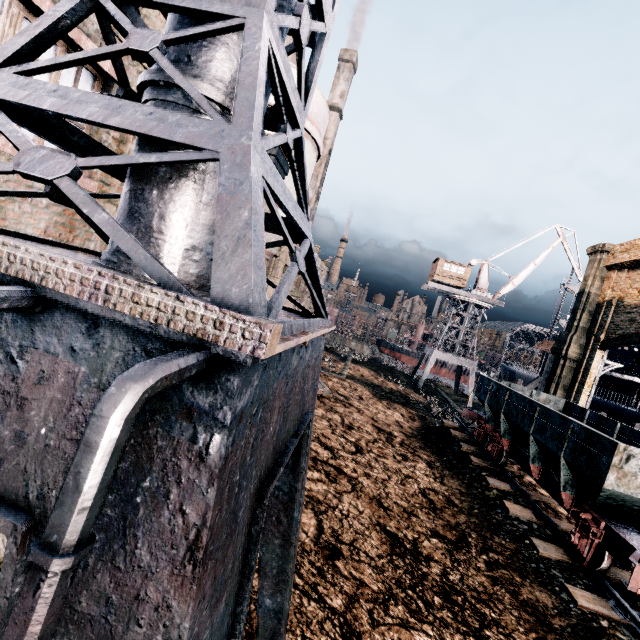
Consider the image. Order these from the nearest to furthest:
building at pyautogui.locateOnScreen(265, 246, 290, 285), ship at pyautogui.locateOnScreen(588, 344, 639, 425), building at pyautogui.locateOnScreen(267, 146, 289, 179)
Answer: building at pyautogui.locateOnScreen(267, 146, 289, 179)
building at pyautogui.locateOnScreen(265, 246, 290, 285)
ship at pyautogui.locateOnScreen(588, 344, 639, 425)

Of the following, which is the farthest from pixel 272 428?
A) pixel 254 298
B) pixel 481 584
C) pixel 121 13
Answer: pixel 481 584

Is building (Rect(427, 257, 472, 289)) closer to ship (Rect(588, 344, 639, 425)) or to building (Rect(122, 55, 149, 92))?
ship (Rect(588, 344, 639, 425))

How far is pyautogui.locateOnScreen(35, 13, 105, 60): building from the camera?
4.23m

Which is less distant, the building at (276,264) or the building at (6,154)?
the building at (6,154)

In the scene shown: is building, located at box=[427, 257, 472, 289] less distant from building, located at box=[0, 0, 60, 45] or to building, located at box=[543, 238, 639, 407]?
building, located at box=[0, 0, 60, 45]

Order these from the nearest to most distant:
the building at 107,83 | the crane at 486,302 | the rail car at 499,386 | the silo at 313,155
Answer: the building at 107,83, the rail car at 499,386, the silo at 313,155, the crane at 486,302

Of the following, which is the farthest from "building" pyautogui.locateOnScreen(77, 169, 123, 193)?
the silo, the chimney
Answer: the chimney
